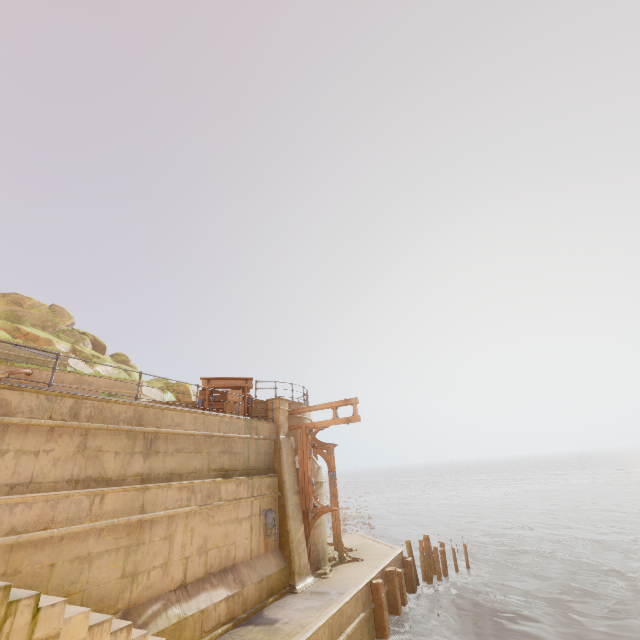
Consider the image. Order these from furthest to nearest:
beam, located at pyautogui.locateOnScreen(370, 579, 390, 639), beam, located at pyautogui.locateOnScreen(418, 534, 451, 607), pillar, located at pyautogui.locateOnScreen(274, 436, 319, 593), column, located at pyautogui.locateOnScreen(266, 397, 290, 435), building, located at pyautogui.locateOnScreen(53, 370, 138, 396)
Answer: beam, located at pyautogui.locateOnScreen(418, 534, 451, 607) → column, located at pyautogui.locateOnScreen(266, 397, 290, 435) → building, located at pyautogui.locateOnScreen(53, 370, 138, 396) → pillar, located at pyautogui.locateOnScreen(274, 436, 319, 593) → beam, located at pyautogui.locateOnScreen(370, 579, 390, 639)

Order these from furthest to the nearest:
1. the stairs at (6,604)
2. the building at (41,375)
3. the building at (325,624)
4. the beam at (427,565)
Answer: the beam at (427,565)
the building at (41,375)
the building at (325,624)
the stairs at (6,604)

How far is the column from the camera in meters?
14.3 m

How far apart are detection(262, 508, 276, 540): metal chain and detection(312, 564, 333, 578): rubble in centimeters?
263cm

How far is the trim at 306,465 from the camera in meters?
13.6

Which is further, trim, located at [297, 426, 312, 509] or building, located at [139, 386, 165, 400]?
building, located at [139, 386, 165, 400]

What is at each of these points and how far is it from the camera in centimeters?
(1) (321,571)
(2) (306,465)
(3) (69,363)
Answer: (1) rubble, 1293cm
(2) trim, 1414cm
(3) building, 1566cm

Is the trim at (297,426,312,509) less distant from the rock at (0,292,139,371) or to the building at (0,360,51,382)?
the building at (0,360,51,382)
